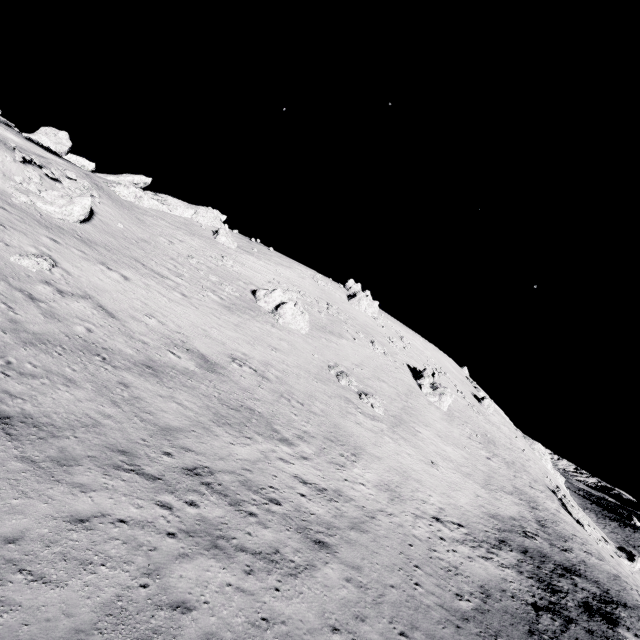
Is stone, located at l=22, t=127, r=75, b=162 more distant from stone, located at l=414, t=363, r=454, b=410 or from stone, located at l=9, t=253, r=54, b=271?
stone, located at l=414, t=363, r=454, b=410

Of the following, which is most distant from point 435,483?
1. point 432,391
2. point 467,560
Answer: point 432,391

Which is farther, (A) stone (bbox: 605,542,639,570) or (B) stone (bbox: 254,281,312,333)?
(A) stone (bbox: 605,542,639,570)

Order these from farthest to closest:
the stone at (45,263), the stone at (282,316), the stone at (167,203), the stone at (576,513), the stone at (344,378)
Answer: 1. the stone at (167,203)
2. the stone at (576,513)
3. the stone at (282,316)
4. the stone at (344,378)
5. the stone at (45,263)

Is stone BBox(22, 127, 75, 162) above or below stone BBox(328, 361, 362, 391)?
above

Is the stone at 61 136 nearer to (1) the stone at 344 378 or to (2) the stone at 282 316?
(2) the stone at 282 316

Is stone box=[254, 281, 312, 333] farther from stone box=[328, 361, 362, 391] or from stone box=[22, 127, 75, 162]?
stone box=[22, 127, 75, 162]

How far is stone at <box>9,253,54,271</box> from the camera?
16.7 meters
